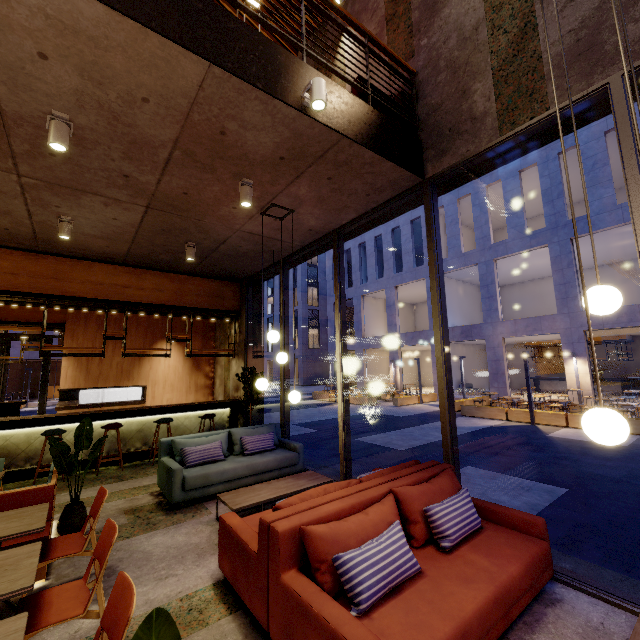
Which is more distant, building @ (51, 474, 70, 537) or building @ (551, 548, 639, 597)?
building @ (51, 474, 70, 537)

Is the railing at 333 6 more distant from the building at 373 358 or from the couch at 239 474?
the building at 373 358

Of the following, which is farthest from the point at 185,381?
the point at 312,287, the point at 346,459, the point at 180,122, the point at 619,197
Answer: the point at 312,287

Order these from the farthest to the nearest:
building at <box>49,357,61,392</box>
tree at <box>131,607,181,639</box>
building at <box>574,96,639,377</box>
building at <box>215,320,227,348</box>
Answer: building at <box>49,357,61,392</box>
building at <box>574,96,639,377</box>
building at <box>215,320,227,348</box>
tree at <box>131,607,181,639</box>

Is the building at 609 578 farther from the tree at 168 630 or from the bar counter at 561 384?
the bar counter at 561 384

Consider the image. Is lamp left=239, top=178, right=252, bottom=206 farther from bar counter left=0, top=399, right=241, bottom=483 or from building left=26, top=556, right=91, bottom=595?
bar counter left=0, top=399, right=241, bottom=483

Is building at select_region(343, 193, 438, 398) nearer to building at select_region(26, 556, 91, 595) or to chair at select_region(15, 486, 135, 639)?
building at select_region(26, 556, 91, 595)

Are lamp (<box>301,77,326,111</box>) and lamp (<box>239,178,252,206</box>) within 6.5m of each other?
yes
